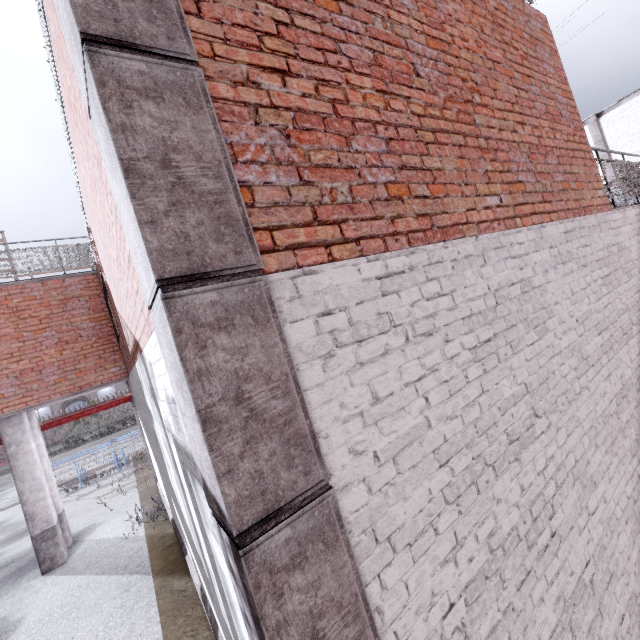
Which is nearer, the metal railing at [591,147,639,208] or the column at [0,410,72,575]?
the metal railing at [591,147,639,208]

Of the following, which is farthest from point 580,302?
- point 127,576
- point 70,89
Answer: point 127,576

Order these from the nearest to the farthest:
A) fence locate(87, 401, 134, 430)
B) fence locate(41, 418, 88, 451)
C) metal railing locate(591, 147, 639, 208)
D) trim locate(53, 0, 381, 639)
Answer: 1. trim locate(53, 0, 381, 639)
2. metal railing locate(591, 147, 639, 208)
3. fence locate(41, 418, 88, 451)
4. fence locate(87, 401, 134, 430)

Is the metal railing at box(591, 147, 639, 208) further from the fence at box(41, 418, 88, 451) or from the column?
the column

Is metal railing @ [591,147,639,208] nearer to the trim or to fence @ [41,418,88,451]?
fence @ [41,418,88,451]

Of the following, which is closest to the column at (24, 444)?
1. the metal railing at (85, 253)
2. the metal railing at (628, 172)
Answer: the metal railing at (85, 253)

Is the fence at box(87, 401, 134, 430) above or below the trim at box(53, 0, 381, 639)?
below

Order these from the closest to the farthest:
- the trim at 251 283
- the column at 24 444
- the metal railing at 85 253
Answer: the trim at 251 283 → the metal railing at 85 253 → the column at 24 444
